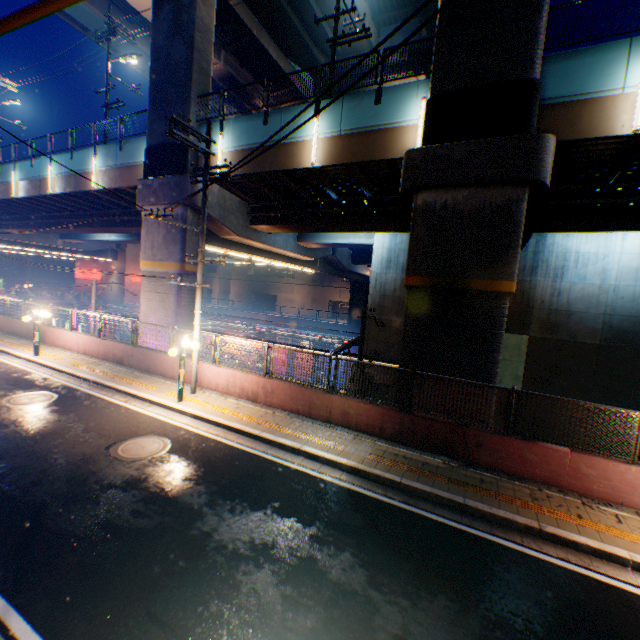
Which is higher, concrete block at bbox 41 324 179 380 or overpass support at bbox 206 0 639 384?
overpass support at bbox 206 0 639 384

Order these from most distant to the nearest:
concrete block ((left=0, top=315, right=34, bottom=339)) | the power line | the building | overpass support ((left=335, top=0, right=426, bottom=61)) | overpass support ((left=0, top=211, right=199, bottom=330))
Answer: the building, overpass support ((left=335, top=0, right=426, bottom=61)), concrete block ((left=0, top=315, right=34, bottom=339)), overpass support ((left=0, top=211, right=199, bottom=330)), the power line

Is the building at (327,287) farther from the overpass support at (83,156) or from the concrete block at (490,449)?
the concrete block at (490,449)

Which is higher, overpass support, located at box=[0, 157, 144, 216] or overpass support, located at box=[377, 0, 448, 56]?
overpass support, located at box=[377, 0, 448, 56]

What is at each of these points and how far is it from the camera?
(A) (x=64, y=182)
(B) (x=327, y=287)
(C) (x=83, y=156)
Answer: (A) overpass support, 21.0m
(B) building, 58.4m
(C) overpass support, 19.9m

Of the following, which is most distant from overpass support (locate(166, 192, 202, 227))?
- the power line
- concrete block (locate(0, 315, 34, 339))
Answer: the power line

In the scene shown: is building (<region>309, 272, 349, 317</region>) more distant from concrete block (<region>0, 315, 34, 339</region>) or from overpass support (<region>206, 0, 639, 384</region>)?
concrete block (<region>0, 315, 34, 339</region>)

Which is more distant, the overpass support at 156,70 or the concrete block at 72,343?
the overpass support at 156,70
